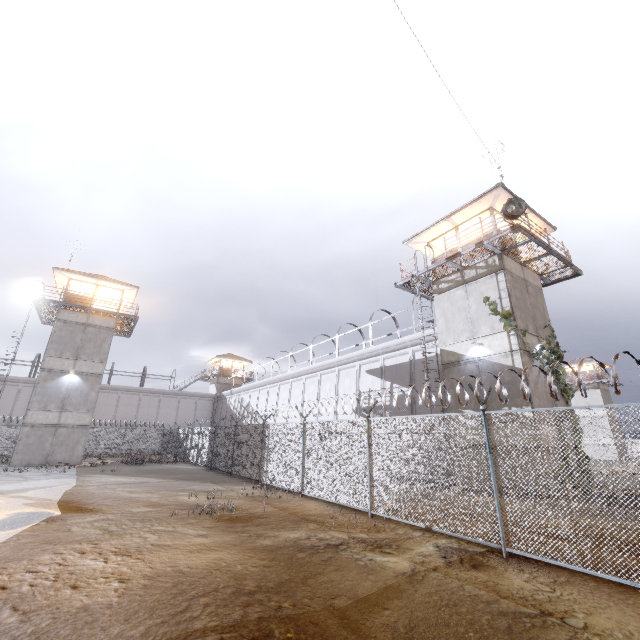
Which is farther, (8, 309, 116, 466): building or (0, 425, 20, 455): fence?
(0, 425, 20, 455): fence

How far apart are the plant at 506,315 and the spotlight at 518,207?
3.7 meters

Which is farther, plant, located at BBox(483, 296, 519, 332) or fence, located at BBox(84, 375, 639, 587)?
plant, located at BBox(483, 296, 519, 332)

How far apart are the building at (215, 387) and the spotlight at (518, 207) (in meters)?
45.17

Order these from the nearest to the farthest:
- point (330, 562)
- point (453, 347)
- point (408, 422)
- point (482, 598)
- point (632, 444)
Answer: point (482, 598), point (330, 562), point (408, 422), point (453, 347), point (632, 444)

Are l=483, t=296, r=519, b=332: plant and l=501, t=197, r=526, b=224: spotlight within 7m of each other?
yes

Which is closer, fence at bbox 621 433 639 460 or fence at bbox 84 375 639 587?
fence at bbox 621 433 639 460

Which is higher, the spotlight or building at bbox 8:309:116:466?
the spotlight
